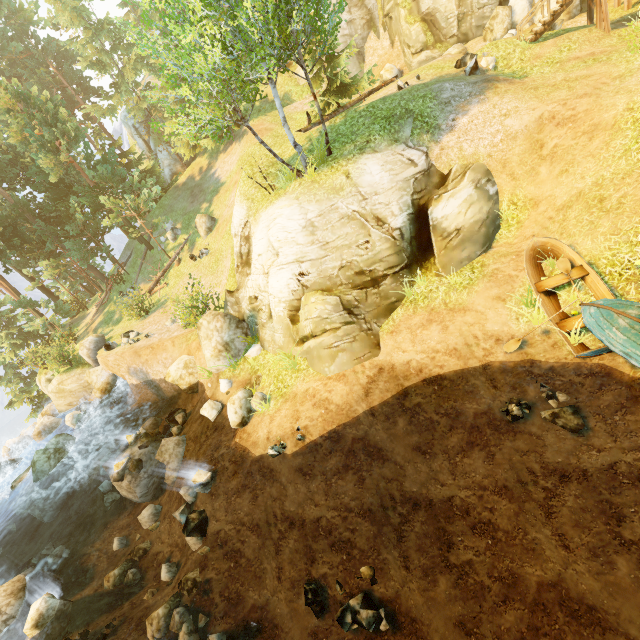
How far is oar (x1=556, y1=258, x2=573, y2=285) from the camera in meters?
9.1 m

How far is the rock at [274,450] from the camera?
10.30m

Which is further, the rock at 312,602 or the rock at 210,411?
the rock at 210,411

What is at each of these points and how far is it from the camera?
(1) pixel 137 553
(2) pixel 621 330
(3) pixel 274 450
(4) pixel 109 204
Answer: (1) rock, 12.2m
(2) boat, 7.4m
(3) rock, 10.3m
(4) tree, 23.5m

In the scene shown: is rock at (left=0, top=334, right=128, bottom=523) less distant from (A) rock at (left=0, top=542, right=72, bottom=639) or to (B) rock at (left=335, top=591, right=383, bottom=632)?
(A) rock at (left=0, top=542, right=72, bottom=639)

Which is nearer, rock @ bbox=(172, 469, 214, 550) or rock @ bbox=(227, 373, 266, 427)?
rock @ bbox=(172, 469, 214, 550)

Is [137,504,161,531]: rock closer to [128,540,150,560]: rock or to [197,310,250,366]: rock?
[128,540,150,560]: rock

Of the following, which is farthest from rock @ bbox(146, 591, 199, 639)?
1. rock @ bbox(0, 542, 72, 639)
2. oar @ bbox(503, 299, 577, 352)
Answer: oar @ bbox(503, 299, 577, 352)
